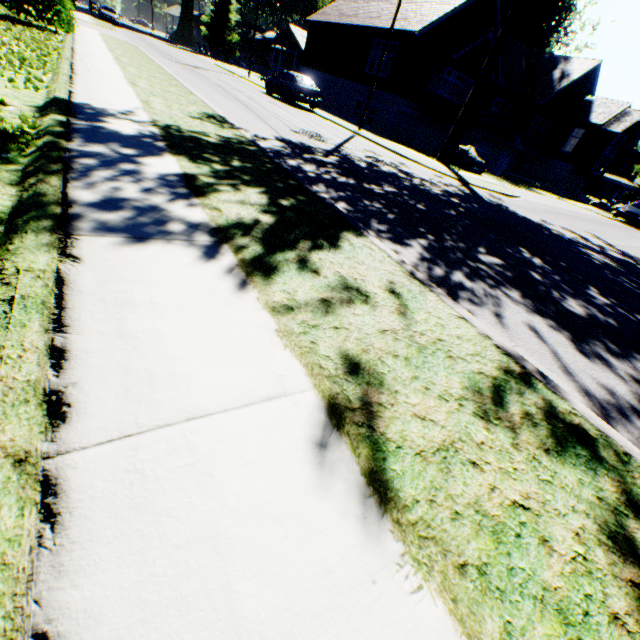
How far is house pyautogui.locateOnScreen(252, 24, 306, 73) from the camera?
43.1m

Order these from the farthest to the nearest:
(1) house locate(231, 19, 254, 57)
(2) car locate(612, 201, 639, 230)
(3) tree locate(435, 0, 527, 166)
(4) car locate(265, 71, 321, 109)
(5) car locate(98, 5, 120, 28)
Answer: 1. (1) house locate(231, 19, 254, 57)
2. (5) car locate(98, 5, 120, 28)
3. (2) car locate(612, 201, 639, 230)
4. (4) car locate(265, 71, 321, 109)
5. (3) tree locate(435, 0, 527, 166)

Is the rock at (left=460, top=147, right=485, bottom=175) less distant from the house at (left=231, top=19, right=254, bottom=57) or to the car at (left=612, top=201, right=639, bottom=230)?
the car at (left=612, top=201, right=639, bottom=230)

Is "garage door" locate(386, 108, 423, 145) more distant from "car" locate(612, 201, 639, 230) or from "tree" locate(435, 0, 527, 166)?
"car" locate(612, 201, 639, 230)

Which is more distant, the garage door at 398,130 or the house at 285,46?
the house at 285,46

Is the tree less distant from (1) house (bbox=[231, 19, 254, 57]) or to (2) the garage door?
(2) the garage door

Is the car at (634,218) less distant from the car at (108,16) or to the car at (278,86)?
the car at (278,86)

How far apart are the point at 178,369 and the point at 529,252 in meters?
7.4
